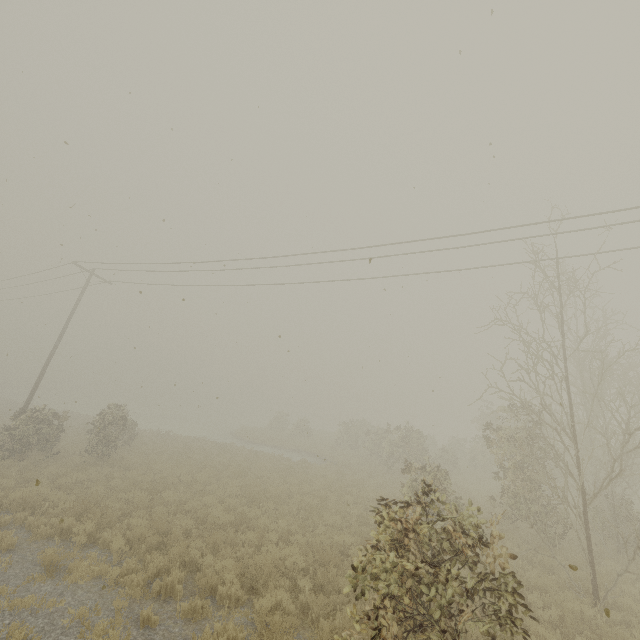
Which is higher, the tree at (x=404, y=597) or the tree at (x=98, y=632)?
the tree at (x=404, y=597)

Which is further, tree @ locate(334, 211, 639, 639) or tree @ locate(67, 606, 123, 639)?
tree @ locate(67, 606, 123, 639)

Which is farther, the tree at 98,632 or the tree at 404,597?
the tree at 98,632

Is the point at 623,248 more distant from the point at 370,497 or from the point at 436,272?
the point at 370,497

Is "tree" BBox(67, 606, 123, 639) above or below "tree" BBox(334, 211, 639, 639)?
below
